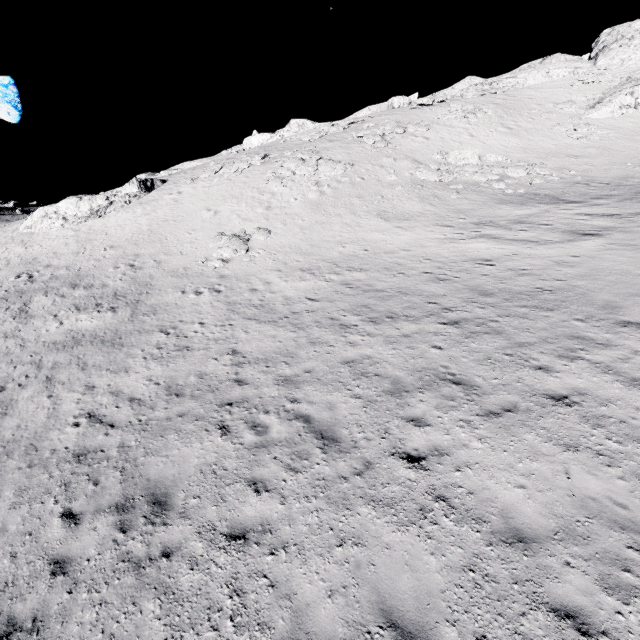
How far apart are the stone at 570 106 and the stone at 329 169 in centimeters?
2600cm

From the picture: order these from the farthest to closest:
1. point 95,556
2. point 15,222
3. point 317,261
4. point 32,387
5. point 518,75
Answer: point 518,75, point 15,222, point 317,261, point 32,387, point 95,556

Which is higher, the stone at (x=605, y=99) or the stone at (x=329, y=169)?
the stone at (x=605, y=99)

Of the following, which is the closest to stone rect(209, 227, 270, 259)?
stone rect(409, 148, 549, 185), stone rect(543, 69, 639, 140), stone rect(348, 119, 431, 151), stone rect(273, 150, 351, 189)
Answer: stone rect(273, 150, 351, 189)

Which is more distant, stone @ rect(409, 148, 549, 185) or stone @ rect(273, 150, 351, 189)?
stone @ rect(273, 150, 351, 189)

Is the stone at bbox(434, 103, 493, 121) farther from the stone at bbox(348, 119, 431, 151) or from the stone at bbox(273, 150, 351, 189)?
the stone at bbox(273, 150, 351, 189)

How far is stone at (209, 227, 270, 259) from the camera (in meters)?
21.14

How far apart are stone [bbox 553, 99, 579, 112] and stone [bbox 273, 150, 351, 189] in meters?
26.0
